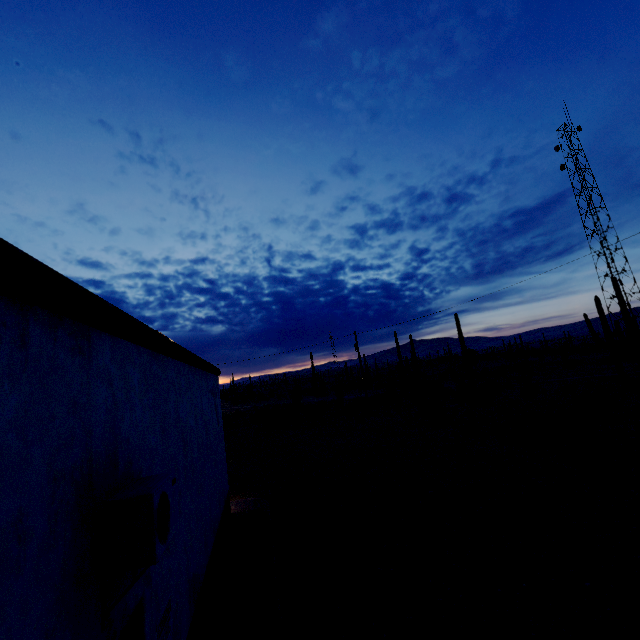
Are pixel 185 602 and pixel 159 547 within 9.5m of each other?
yes

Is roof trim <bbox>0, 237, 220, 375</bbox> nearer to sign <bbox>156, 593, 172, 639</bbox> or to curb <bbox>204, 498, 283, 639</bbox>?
sign <bbox>156, 593, 172, 639</bbox>

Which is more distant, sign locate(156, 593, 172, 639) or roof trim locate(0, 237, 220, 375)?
sign locate(156, 593, 172, 639)

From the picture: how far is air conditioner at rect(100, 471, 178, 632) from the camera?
2.51m

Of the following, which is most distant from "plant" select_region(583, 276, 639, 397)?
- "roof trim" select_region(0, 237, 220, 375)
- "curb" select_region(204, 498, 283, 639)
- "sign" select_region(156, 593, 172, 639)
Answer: "sign" select_region(156, 593, 172, 639)

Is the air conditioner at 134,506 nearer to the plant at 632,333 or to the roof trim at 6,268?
the roof trim at 6,268

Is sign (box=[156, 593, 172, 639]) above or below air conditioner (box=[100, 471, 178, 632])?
below

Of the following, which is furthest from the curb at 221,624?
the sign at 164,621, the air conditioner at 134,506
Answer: the air conditioner at 134,506
